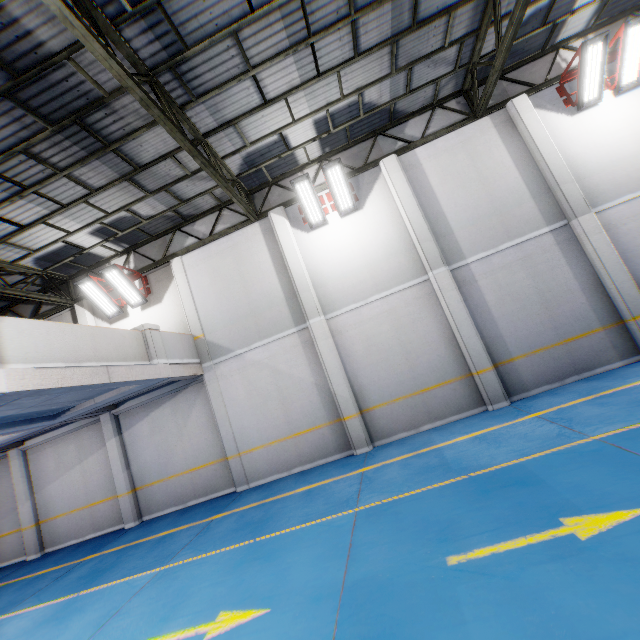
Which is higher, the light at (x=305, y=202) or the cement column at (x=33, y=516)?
the light at (x=305, y=202)

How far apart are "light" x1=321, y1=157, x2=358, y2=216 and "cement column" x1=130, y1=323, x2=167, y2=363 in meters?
6.3 m

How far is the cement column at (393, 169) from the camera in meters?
8.6 m

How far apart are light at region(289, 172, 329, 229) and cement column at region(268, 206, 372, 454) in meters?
0.5 m

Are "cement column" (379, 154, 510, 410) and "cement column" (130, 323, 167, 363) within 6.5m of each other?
no

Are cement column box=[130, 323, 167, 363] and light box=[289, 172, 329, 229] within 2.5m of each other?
no

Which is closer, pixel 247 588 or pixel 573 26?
pixel 247 588

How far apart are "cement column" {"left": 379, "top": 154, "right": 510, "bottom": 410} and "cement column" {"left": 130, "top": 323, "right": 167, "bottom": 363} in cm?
779
